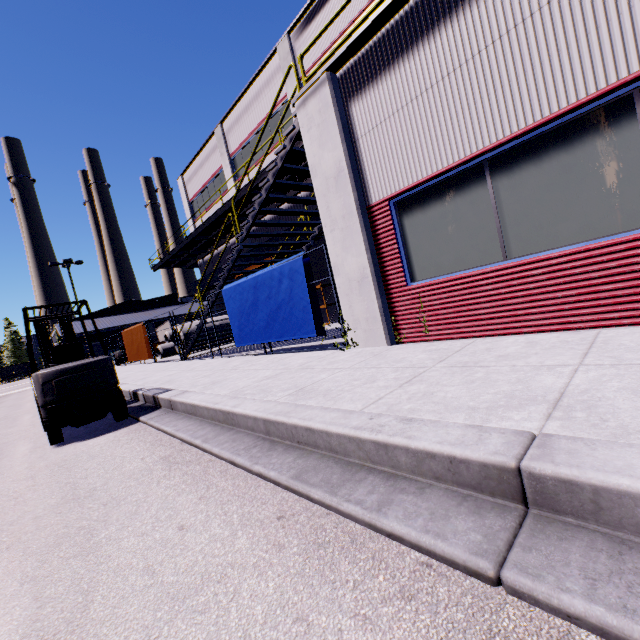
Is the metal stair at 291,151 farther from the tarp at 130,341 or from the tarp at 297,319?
the tarp at 130,341

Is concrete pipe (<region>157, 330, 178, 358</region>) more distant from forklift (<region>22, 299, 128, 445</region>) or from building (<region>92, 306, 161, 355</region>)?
forklift (<region>22, 299, 128, 445</region>)

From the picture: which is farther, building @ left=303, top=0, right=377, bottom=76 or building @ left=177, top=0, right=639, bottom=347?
building @ left=303, top=0, right=377, bottom=76

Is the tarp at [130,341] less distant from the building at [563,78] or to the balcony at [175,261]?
the building at [563,78]

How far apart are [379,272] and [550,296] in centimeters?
263cm

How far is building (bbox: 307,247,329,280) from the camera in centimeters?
1798cm

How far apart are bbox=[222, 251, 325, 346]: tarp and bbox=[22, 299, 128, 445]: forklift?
3.3m

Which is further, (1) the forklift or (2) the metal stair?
(2) the metal stair
